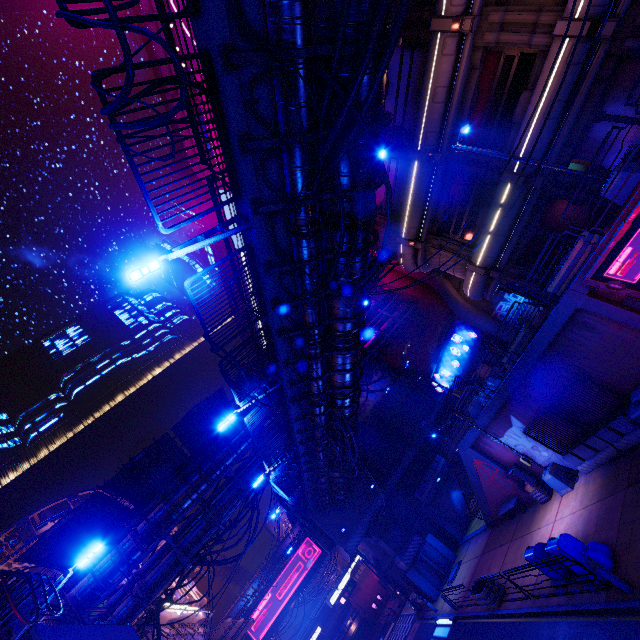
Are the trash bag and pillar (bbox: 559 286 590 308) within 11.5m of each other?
yes

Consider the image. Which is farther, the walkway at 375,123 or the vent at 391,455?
the vent at 391,455

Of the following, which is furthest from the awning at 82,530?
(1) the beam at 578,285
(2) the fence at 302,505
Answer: (1) the beam at 578,285

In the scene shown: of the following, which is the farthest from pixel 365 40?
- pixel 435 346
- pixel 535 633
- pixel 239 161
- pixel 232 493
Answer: pixel 435 346

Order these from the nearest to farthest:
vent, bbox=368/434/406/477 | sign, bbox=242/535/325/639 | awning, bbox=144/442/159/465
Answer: awning, bbox=144/442/159/465 < vent, bbox=368/434/406/477 < sign, bbox=242/535/325/639

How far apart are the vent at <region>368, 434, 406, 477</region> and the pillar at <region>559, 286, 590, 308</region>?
27.68m

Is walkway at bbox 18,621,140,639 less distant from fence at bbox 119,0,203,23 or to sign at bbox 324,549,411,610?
fence at bbox 119,0,203,23

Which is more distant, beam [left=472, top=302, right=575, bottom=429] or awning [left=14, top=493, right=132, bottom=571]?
awning [left=14, top=493, right=132, bottom=571]
